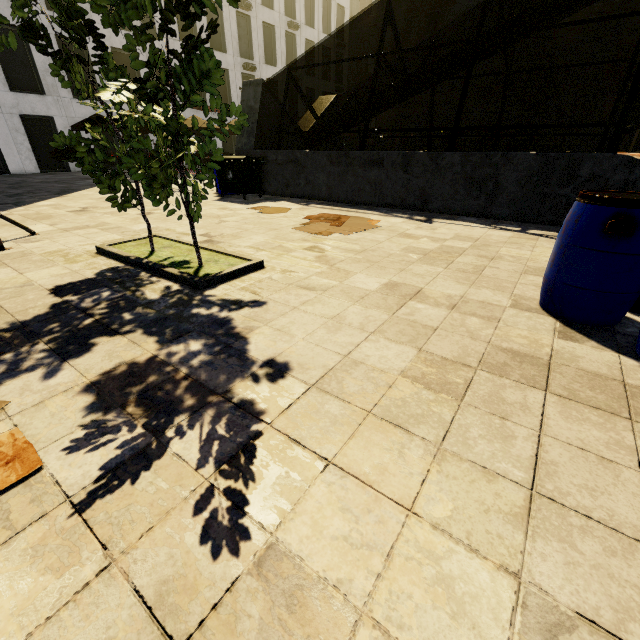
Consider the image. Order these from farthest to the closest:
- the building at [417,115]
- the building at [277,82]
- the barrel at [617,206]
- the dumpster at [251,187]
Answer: the building at [417,115] → the building at [277,82] → the dumpster at [251,187] → the barrel at [617,206]

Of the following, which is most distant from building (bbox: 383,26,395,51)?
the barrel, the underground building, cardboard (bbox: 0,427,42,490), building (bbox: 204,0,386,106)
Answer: the underground building

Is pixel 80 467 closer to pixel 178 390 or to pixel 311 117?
pixel 178 390

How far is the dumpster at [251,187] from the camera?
9.2 meters

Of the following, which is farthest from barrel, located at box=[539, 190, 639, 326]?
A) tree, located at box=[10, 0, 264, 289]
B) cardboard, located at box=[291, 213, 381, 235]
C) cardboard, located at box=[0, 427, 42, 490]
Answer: cardboard, located at box=[0, 427, 42, 490]

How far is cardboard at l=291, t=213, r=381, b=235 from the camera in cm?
591

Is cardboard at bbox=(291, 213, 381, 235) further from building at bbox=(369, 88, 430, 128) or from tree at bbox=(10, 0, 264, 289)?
building at bbox=(369, 88, 430, 128)

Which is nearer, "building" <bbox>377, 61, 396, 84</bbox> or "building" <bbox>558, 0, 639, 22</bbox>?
"building" <bbox>558, 0, 639, 22</bbox>
